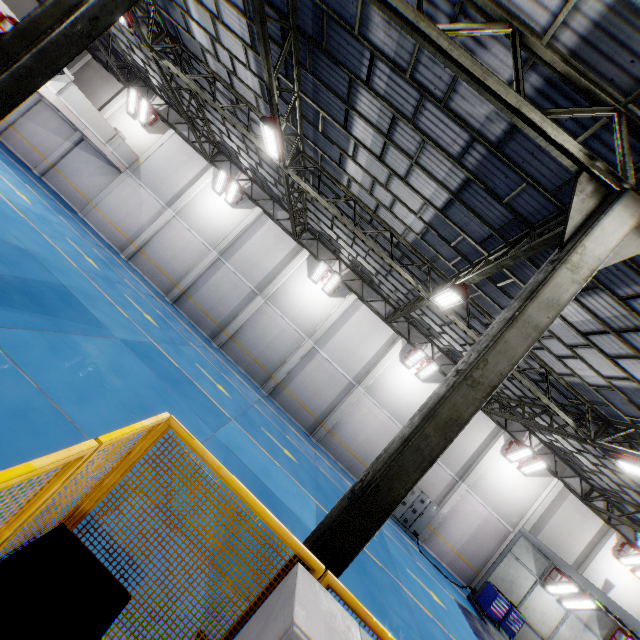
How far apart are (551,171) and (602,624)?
22.6m

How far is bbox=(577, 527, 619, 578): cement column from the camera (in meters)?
17.80

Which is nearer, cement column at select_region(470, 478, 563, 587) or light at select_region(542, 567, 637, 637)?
light at select_region(542, 567, 637, 637)

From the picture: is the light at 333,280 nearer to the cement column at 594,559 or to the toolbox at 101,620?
the toolbox at 101,620

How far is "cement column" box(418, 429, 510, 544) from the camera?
17.9 meters

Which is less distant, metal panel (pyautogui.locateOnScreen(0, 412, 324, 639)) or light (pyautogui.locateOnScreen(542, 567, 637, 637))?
metal panel (pyautogui.locateOnScreen(0, 412, 324, 639))

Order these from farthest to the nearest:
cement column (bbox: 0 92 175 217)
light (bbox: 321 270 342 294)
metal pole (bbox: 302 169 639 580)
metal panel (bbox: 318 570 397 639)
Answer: cement column (bbox: 0 92 175 217)
light (bbox: 321 270 342 294)
metal pole (bbox: 302 169 639 580)
metal panel (bbox: 318 570 397 639)

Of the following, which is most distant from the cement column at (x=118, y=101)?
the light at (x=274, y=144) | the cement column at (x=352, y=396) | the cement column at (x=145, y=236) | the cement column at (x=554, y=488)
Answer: the cement column at (x=554, y=488)
